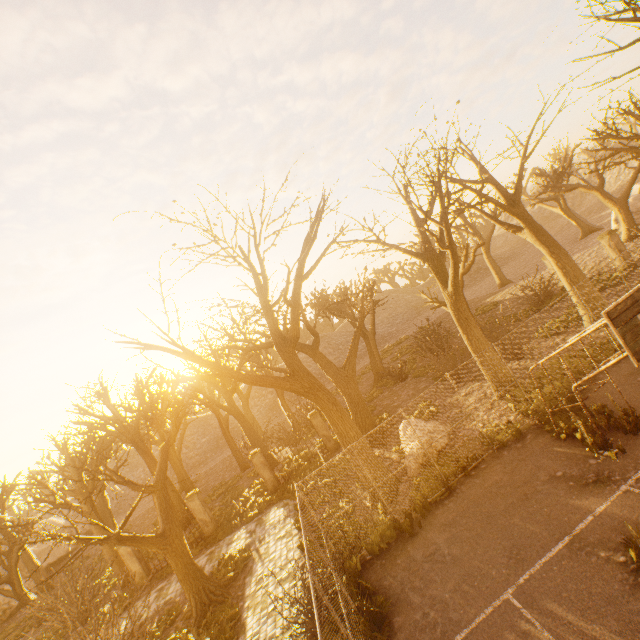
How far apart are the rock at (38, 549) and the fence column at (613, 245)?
52.9 meters

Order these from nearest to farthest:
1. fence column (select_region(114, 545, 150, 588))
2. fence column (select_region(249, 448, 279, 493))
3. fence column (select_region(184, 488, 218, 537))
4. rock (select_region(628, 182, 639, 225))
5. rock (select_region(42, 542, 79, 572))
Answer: fence column (select_region(114, 545, 150, 588)) → fence column (select_region(184, 488, 218, 537)) → fence column (select_region(249, 448, 279, 493)) → rock (select_region(628, 182, 639, 225)) → rock (select_region(42, 542, 79, 572))

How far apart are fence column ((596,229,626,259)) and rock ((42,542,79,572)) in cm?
5286

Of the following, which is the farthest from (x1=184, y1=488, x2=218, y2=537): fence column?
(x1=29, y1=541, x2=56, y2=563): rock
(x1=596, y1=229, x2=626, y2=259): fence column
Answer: (x1=596, y1=229, x2=626, y2=259): fence column

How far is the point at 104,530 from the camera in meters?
18.3 m

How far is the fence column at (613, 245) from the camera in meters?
18.6 m

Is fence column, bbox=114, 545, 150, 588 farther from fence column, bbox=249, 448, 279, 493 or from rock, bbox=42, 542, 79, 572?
rock, bbox=42, 542, 79, 572

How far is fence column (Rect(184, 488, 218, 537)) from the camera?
17.5m
